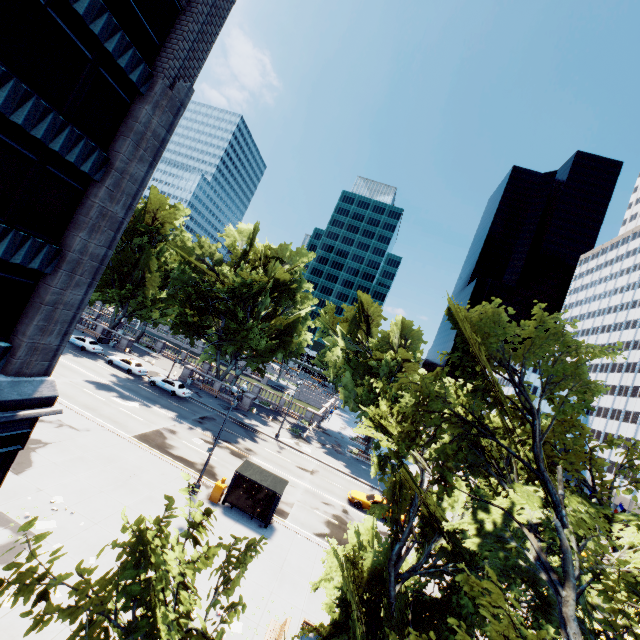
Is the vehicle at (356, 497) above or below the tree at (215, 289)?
below

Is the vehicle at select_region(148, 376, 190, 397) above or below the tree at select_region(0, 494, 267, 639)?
below

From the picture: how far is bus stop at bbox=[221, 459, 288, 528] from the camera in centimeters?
2011cm

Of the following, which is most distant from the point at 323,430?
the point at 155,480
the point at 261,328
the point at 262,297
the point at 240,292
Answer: the point at 155,480

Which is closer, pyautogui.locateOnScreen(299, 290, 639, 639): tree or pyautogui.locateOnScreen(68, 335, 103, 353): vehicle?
pyautogui.locateOnScreen(299, 290, 639, 639): tree

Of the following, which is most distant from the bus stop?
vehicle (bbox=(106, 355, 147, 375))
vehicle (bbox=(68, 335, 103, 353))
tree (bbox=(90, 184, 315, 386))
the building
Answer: vehicle (bbox=(68, 335, 103, 353))

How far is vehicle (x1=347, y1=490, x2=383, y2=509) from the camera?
28.64m

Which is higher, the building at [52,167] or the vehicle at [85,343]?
the building at [52,167]
